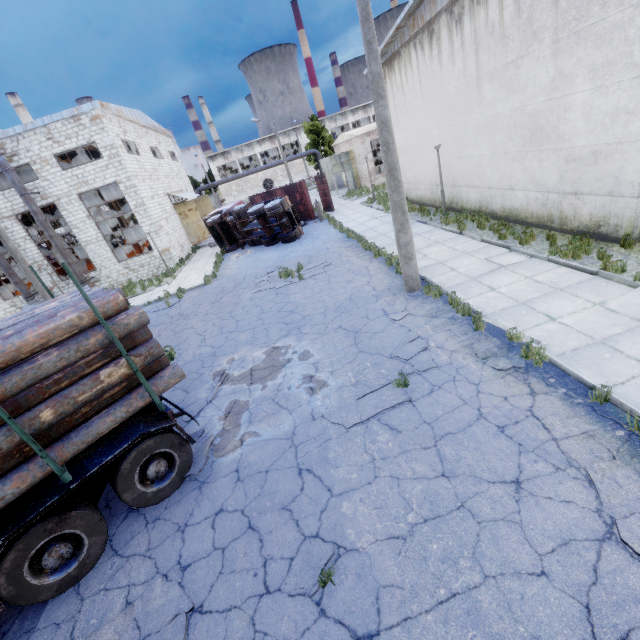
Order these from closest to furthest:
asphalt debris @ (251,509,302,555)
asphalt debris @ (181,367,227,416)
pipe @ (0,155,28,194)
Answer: asphalt debris @ (251,509,302,555) < asphalt debris @ (181,367,227,416) < pipe @ (0,155,28,194)

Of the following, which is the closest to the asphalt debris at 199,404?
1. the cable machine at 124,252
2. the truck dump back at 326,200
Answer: the truck dump back at 326,200

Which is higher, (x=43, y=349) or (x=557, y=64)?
(x=557, y=64)

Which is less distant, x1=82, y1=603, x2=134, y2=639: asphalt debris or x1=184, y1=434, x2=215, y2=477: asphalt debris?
x1=82, y1=603, x2=134, y2=639: asphalt debris

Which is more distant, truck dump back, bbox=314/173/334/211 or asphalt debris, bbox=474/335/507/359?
truck dump back, bbox=314/173/334/211

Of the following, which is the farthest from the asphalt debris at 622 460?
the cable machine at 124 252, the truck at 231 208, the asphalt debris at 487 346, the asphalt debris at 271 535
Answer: the cable machine at 124 252

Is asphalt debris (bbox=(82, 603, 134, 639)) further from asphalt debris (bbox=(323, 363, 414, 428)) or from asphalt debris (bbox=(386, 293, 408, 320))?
asphalt debris (bbox=(386, 293, 408, 320))

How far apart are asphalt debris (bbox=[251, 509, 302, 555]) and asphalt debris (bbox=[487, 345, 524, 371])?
4.3m
